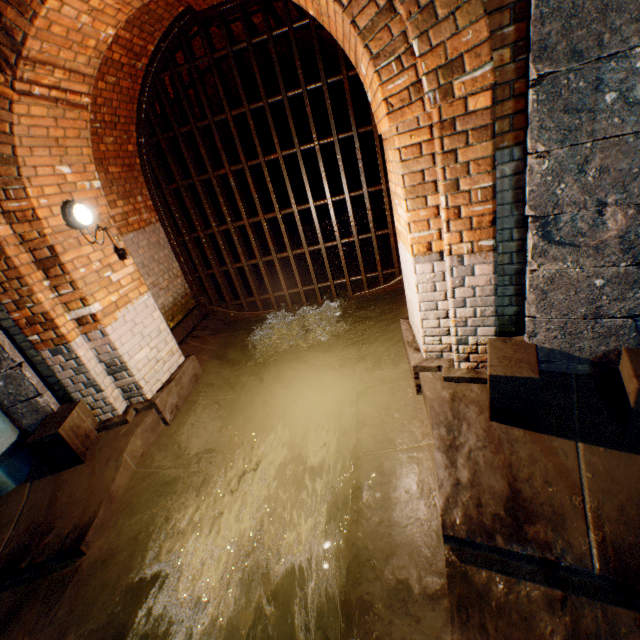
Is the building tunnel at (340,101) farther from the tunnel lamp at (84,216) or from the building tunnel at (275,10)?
the tunnel lamp at (84,216)

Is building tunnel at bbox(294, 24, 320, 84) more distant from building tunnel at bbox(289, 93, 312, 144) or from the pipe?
building tunnel at bbox(289, 93, 312, 144)

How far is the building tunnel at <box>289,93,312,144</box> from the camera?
11.8m

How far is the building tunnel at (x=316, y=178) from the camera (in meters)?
15.05

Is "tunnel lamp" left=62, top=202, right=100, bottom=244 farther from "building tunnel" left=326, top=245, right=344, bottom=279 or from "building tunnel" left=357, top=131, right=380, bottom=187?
"building tunnel" left=357, top=131, right=380, bottom=187

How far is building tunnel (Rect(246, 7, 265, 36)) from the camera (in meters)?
4.70

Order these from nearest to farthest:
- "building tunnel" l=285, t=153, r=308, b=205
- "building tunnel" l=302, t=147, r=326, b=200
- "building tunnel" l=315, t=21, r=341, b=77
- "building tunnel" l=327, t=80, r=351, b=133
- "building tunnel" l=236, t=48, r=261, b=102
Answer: "building tunnel" l=315, t=21, r=341, b=77
"building tunnel" l=236, t=48, r=261, b=102
"building tunnel" l=327, t=80, r=351, b=133
"building tunnel" l=285, t=153, r=308, b=205
"building tunnel" l=302, t=147, r=326, b=200

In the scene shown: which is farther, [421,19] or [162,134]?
[162,134]
